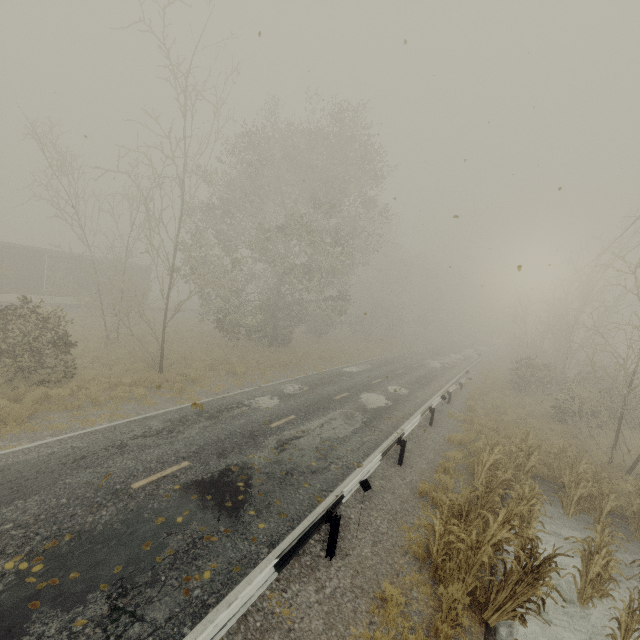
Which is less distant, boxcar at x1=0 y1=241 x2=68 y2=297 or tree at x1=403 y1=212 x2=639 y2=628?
tree at x1=403 y1=212 x2=639 y2=628

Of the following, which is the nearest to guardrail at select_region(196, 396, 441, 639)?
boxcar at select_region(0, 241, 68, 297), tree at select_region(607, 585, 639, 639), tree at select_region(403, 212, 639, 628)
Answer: tree at select_region(403, 212, 639, 628)

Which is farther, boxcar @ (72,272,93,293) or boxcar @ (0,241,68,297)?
boxcar @ (72,272,93,293)

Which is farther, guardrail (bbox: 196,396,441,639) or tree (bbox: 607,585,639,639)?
tree (bbox: 607,585,639,639)

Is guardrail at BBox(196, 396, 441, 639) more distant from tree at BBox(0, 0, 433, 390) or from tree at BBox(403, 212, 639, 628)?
tree at BBox(0, 0, 433, 390)

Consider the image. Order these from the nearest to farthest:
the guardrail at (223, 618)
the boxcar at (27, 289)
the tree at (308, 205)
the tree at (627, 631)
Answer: the guardrail at (223, 618) < the tree at (627, 631) < the tree at (308, 205) < the boxcar at (27, 289)

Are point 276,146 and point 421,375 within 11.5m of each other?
no

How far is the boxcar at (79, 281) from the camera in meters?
28.5
